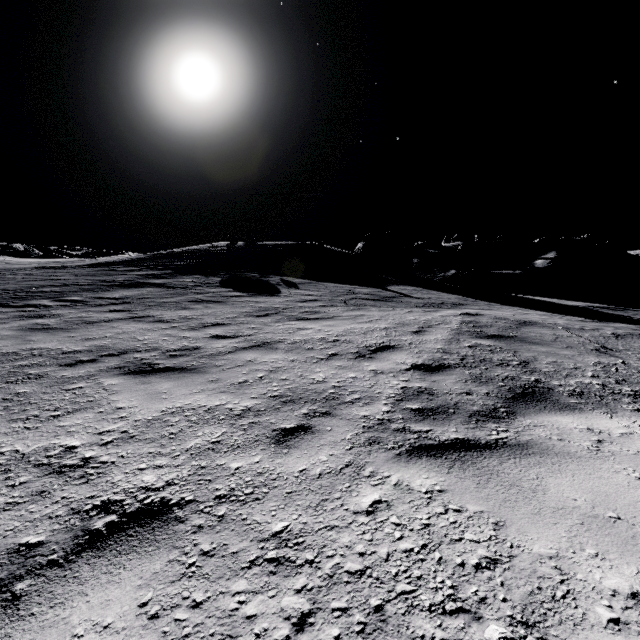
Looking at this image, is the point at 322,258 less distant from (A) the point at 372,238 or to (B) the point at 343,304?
(A) the point at 372,238

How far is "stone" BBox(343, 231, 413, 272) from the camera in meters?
24.4 m

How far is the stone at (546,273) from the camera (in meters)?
53.53

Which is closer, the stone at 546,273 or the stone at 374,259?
the stone at 374,259

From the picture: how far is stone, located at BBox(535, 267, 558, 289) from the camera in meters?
53.5

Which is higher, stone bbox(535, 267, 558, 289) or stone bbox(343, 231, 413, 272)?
stone bbox(343, 231, 413, 272)

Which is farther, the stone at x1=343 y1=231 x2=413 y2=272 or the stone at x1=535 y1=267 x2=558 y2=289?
the stone at x1=535 y1=267 x2=558 y2=289
